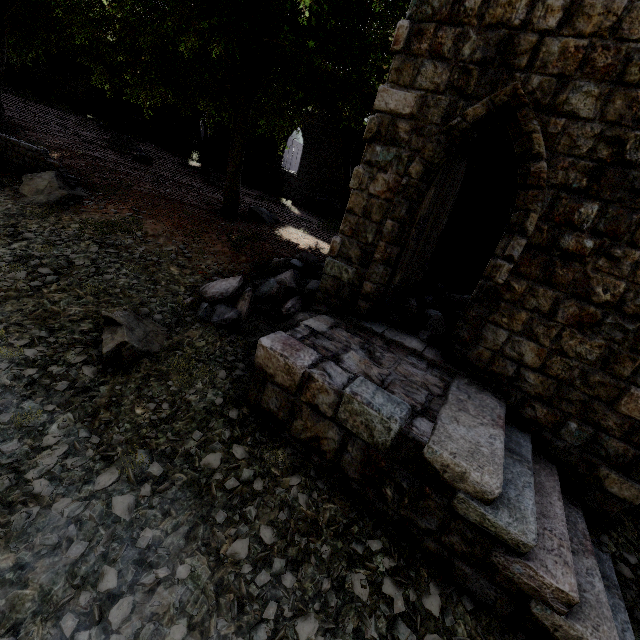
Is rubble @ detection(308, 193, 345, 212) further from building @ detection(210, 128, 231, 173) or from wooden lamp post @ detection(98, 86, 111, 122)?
wooden lamp post @ detection(98, 86, 111, 122)

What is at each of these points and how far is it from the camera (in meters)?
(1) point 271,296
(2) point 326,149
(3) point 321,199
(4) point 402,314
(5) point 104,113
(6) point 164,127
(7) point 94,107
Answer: (1) rubble, 6.91
(2) building, 20.09
(3) rubble, 20.11
(4) rubble, 6.71
(5) wooden lamp post, 27.72
(6) building, 25.80
(7) building, 27.88

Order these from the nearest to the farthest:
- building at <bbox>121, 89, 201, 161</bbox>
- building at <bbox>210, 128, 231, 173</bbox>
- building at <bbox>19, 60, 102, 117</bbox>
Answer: building at <bbox>210, 128, 231, 173</bbox>, building at <bbox>121, 89, 201, 161</bbox>, building at <bbox>19, 60, 102, 117</bbox>

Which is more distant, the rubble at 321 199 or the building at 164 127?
the building at 164 127

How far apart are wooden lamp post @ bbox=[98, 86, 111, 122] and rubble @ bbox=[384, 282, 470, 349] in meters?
33.5

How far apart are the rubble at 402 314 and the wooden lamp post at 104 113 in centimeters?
3349cm

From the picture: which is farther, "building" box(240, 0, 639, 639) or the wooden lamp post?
the wooden lamp post

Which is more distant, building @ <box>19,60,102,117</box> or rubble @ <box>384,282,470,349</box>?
building @ <box>19,60,102,117</box>
